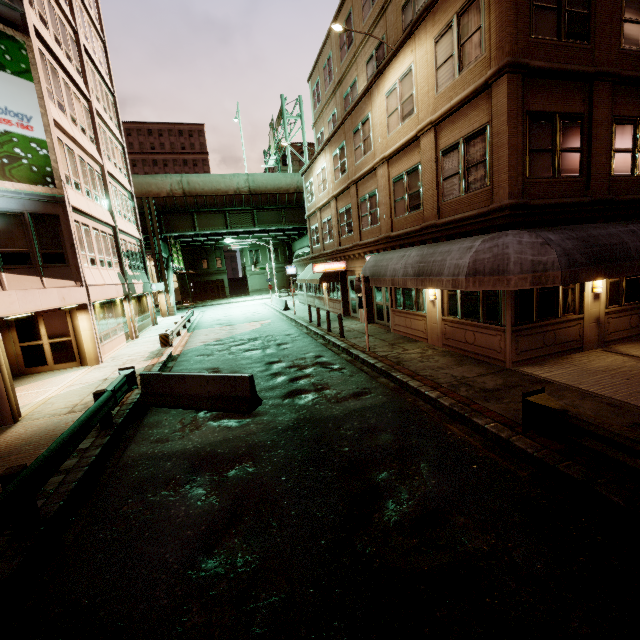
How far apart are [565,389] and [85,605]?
9.8m

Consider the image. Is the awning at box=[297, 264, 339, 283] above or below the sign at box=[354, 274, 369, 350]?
above

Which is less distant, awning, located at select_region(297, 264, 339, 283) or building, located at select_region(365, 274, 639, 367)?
building, located at select_region(365, 274, 639, 367)

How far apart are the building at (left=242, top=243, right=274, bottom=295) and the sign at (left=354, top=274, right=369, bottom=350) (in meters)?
47.73

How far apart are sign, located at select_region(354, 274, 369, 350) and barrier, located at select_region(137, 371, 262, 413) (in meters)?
5.33

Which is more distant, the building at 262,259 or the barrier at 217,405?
the building at 262,259

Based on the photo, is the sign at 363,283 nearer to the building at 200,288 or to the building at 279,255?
the building at 279,255

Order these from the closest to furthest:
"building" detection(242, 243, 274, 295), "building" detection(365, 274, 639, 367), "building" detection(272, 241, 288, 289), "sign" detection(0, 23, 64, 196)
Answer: "building" detection(365, 274, 639, 367) < "sign" detection(0, 23, 64, 196) < "building" detection(242, 243, 274, 295) < "building" detection(272, 241, 288, 289)
